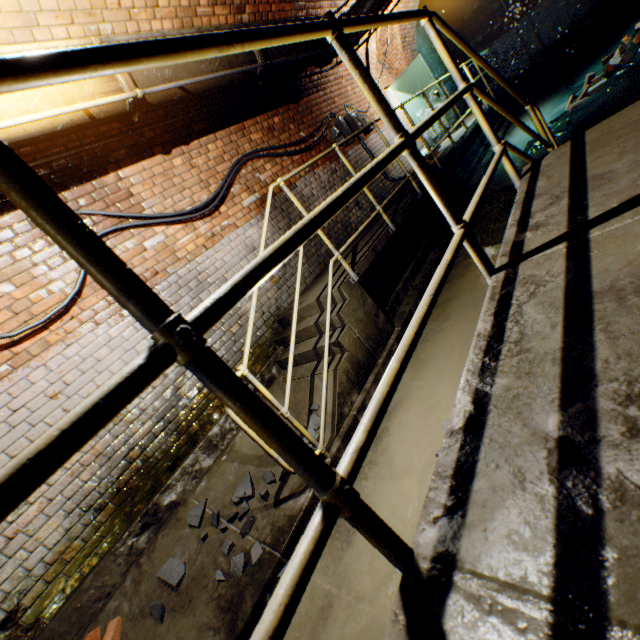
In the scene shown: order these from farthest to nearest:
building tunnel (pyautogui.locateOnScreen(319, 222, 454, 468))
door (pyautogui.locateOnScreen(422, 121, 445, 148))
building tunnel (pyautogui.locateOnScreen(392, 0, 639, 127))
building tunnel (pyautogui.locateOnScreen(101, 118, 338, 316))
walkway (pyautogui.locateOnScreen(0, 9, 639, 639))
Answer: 1. door (pyautogui.locateOnScreen(422, 121, 445, 148))
2. building tunnel (pyautogui.locateOnScreen(392, 0, 639, 127))
3. building tunnel (pyautogui.locateOnScreen(101, 118, 338, 316))
4. building tunnel (pyautogui.locateOnScreen(319, 222, 454, 468))
5. walkway (pyautogui.locateOnScreen(0, 9, 639, 639))

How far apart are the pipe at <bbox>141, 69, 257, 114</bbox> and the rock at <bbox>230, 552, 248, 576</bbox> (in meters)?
4.06

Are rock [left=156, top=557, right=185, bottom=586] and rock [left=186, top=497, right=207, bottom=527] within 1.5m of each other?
yes

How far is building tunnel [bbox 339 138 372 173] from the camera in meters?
6.6

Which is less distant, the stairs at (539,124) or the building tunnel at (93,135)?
the stairs at (539,124)

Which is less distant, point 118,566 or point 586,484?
Answer: point 586,484

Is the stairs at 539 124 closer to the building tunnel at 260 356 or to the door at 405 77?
the building tunnel at 260 356
